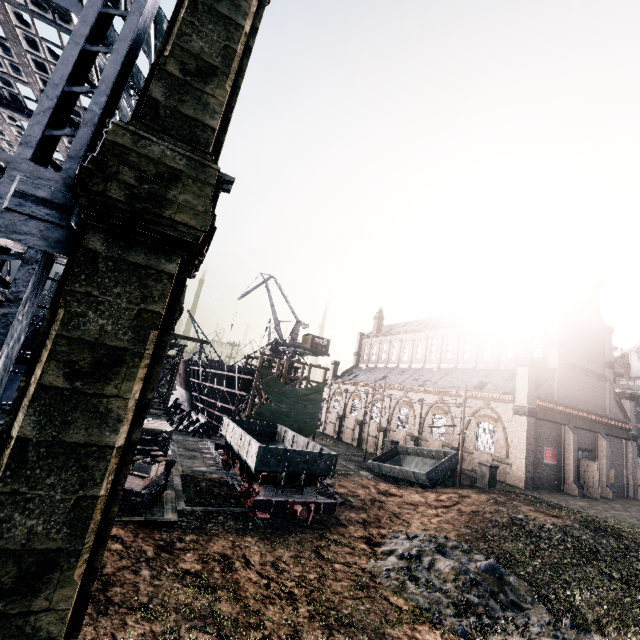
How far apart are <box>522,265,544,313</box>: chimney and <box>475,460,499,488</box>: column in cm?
1921

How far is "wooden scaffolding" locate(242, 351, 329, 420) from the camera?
35.9m

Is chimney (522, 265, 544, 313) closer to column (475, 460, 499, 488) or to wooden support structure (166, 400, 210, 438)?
column (475, 460, 499, 488)

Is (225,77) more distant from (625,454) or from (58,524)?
(625,454)

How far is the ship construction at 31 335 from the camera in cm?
2773

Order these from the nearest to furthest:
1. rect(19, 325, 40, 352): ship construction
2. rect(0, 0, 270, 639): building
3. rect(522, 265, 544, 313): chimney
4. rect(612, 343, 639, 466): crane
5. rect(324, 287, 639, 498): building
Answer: rect(0, 0, 270, 639): building → rect(19, 325, 40, 352): ship construction → rect(324, 287, 639, 498): building → rect(522, 265, 544, 313): chimney → rect(612, 343, 639, 466): crane

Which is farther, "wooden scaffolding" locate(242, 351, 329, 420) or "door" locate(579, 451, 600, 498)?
"wooden scaffolding" locate(242, 351, 329, 420)

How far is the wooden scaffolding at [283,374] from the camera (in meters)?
35.91
